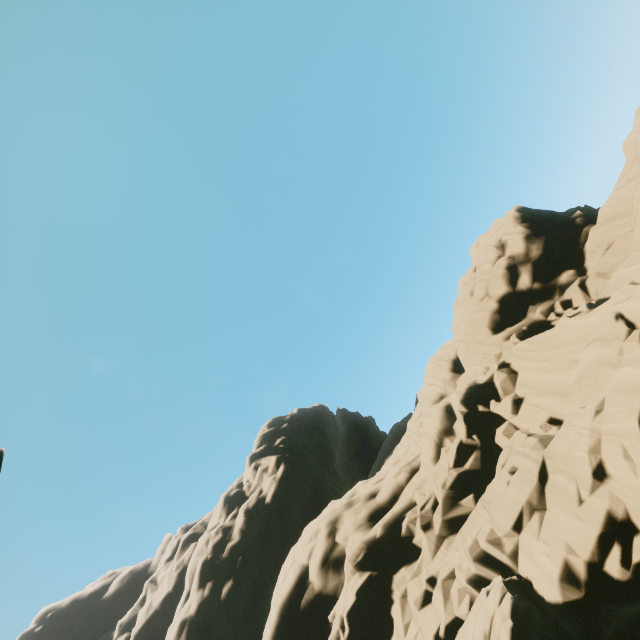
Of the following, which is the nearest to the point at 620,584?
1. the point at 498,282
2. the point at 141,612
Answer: the point at 498,282
